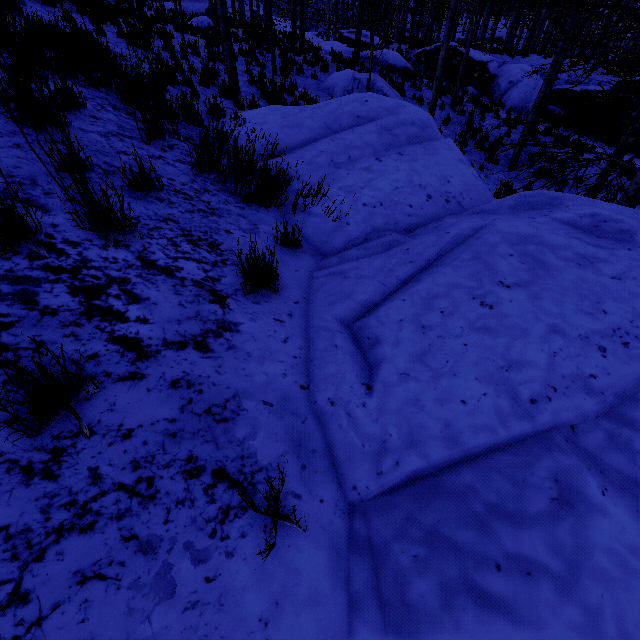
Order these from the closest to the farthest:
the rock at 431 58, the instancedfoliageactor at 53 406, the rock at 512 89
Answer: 1. the instancedfoliageactor at 53 406
2. the rock at 512 89
3. the rock at 431 58

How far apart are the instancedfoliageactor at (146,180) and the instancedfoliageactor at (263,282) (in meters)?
1.12

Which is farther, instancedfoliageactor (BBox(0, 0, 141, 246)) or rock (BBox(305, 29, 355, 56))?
rock (BBox(305, 29, 355, 56))

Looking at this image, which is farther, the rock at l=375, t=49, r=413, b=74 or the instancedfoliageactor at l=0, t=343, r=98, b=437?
the rock at l=375, t=49, r=413, b=74

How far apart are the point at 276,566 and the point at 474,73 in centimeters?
2547cm

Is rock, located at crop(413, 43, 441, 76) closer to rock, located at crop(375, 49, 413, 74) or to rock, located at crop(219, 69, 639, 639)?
rock, located at crop(375, 49, 413, 74)

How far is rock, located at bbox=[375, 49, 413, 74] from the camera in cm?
1638

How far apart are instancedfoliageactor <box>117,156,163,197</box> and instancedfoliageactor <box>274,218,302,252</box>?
1.1 meters
